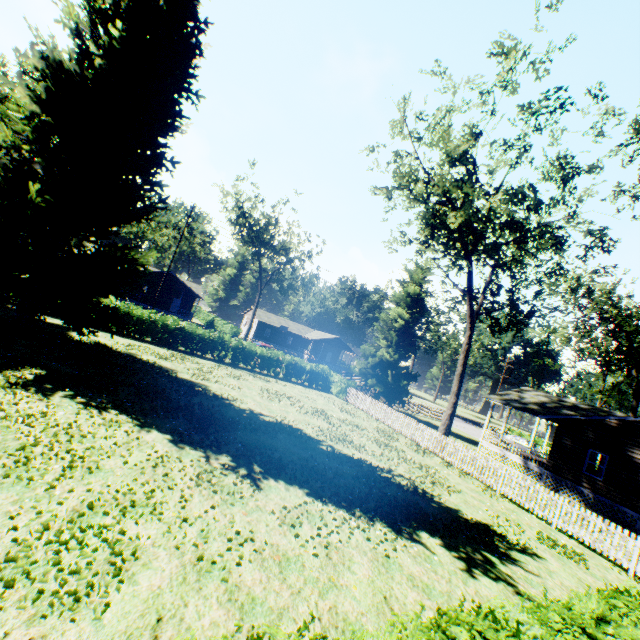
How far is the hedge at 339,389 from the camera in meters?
23.4

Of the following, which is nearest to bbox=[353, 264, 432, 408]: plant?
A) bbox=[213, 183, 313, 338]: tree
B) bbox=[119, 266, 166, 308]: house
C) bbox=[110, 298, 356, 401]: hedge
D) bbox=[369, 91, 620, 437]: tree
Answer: bbox=[369, 91, 620, 437]: tree

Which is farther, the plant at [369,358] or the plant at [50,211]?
the plant at [369,358]

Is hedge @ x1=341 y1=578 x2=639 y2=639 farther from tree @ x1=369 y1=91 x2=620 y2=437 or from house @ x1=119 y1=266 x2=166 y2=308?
house @ x1=119 y1=266 x2=166 y2=308

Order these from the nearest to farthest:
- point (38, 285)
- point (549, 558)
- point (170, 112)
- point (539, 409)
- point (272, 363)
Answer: point (549, 558)
point (38, 285)
point (170, 112)
point (539, 409)
point (272, 363)

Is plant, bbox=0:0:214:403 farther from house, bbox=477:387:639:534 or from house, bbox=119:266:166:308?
house, bbox=119:266:166:308

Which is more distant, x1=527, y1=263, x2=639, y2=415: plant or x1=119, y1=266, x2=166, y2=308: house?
x1=119, y1=266, x2=166, y2=308: house

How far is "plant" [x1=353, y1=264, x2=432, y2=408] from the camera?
32.9 meters
